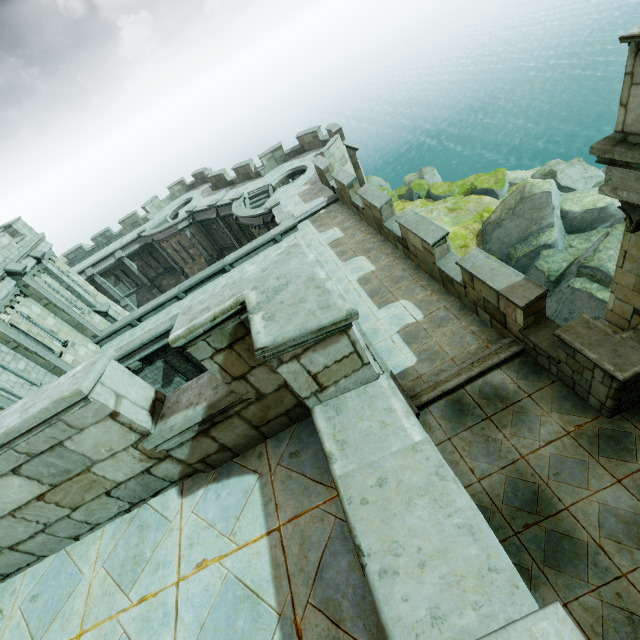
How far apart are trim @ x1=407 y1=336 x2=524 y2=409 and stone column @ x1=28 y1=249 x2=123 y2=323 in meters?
20.1

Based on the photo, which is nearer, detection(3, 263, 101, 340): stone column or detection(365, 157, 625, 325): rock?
detection(3, 263, 101, 340): stone column

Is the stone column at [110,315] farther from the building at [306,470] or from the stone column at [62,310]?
the building at [306,470]

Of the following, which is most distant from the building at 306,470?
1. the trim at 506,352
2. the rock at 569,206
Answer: the rock at 569,206

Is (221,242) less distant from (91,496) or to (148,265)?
(148,265)

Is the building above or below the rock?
above

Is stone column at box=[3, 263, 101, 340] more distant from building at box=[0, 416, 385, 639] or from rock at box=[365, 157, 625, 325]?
rock at box=[365, 157, 625, 325]
